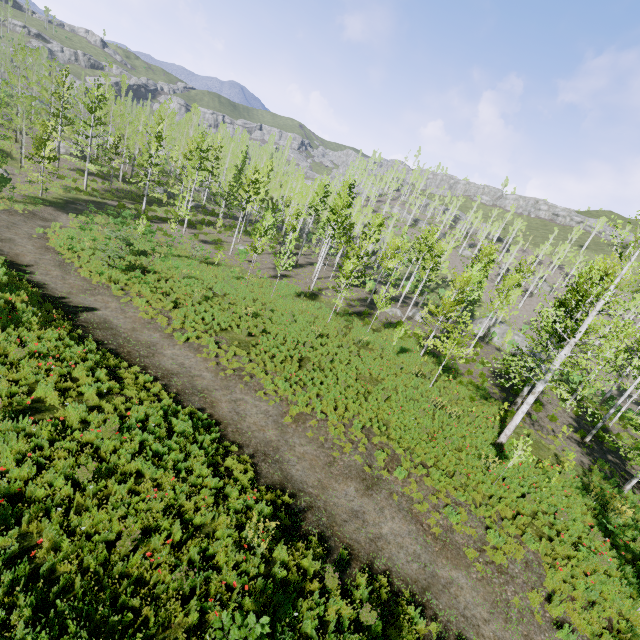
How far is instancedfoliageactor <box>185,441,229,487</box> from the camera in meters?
8.3

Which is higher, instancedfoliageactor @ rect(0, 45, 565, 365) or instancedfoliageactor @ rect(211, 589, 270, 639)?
instancedfoliageactor @ rect(0, 45, 565, 365)

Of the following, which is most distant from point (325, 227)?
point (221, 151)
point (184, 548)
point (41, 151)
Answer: point (184, 548)

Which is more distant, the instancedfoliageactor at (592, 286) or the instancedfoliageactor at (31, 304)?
the instancedfoliageactor at (592, 286)

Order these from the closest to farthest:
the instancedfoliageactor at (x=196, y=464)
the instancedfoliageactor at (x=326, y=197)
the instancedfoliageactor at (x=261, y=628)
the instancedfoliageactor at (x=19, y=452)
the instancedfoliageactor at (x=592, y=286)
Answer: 1. the instancedfoliageactor at (x=261, y=628)
2. the instancedfoliageactor at (x=19, y=452)
3. the instancedfoliageactor at (x=196, y=464)
4. the instancedfoliageactor at (x=592, y=286)
5. the instancedfoliageactor at (x=326, y=197)

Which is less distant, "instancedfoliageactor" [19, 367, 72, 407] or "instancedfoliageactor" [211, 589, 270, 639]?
"instancedfoliageactor" [211, 589, 270, 639]
